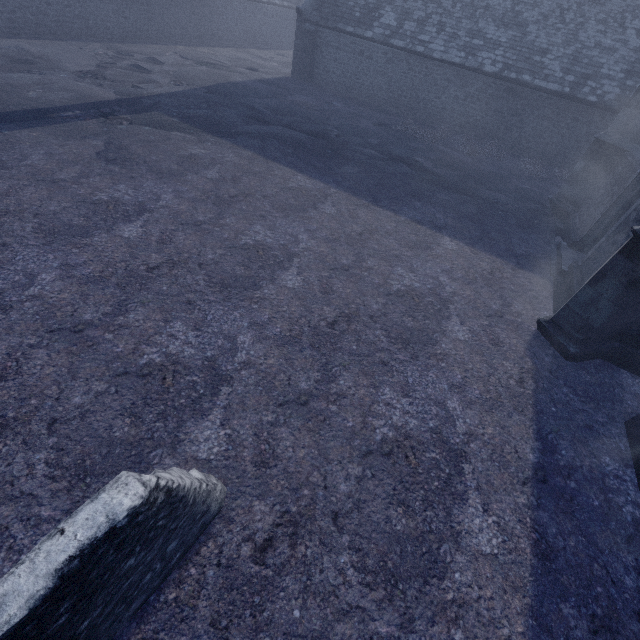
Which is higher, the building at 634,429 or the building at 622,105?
the building at 622,105

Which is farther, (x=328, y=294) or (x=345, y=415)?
(x=328, y=294)

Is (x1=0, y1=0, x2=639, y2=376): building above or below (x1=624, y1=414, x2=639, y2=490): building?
above

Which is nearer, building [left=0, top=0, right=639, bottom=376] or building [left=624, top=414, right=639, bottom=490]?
building [left=624, top=414, right=639, bottom=490]

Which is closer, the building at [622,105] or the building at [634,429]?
the building at [634,429]
